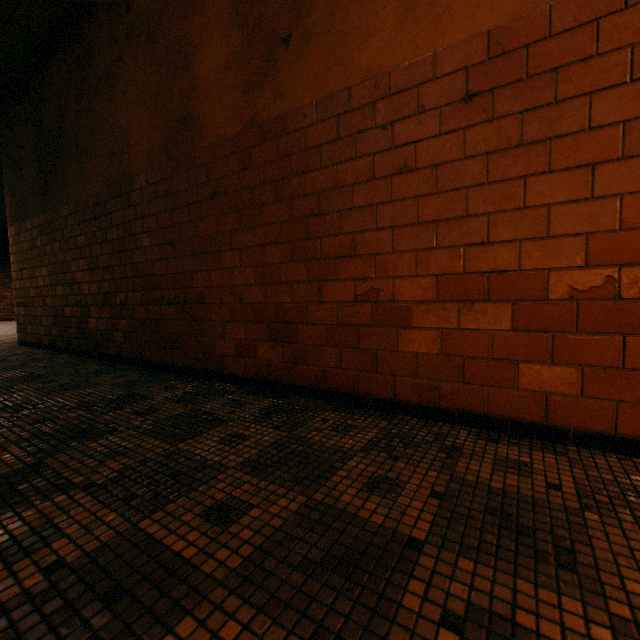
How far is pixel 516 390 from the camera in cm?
160
